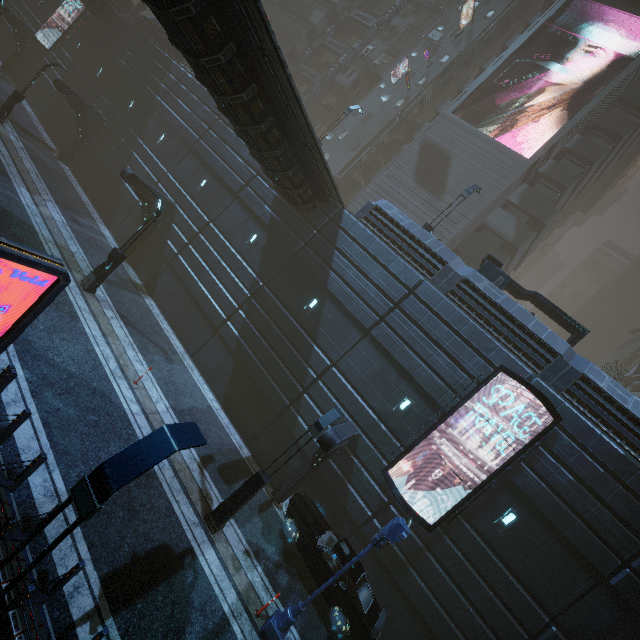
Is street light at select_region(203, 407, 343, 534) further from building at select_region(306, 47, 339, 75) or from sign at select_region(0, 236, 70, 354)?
sign at select_region(0, 236, 70, 354)

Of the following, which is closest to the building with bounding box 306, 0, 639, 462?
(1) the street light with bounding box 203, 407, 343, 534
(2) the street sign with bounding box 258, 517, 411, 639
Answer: (1) the street light with bounding box 203, 407, 343, 534

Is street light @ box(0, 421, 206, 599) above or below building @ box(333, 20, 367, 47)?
below

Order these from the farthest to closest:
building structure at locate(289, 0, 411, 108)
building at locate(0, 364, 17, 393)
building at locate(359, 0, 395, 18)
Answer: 1. building at locate(359, 0, 395, 18)
2. building structure at locate(289, 0, 411, 108)
3. building at locate(0, 364, 17, 393)

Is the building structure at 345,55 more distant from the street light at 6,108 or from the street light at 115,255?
the street light at 115,255

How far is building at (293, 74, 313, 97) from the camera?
36.72m

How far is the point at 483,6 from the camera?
32.3 meters

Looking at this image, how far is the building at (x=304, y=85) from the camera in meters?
36.7
